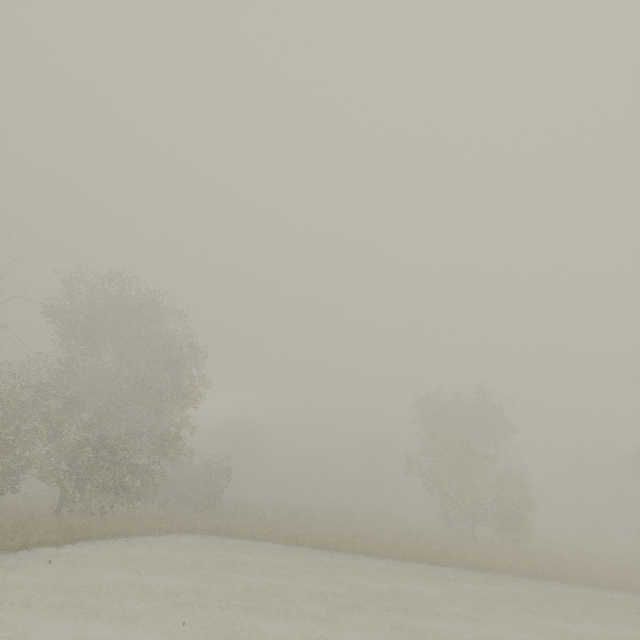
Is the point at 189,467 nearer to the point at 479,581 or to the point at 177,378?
the point at 177,378
